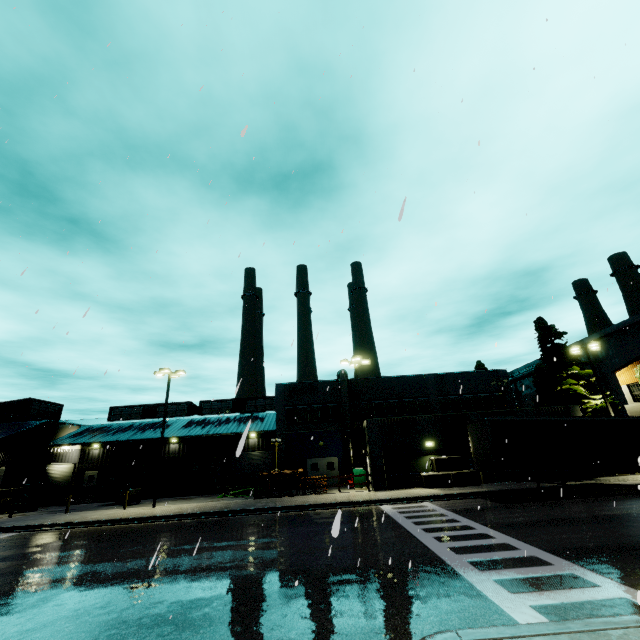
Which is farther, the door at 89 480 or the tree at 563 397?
the door at 89 480

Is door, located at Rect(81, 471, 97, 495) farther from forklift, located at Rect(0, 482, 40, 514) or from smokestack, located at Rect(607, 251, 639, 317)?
smokestack, located at Rect(607, 251, 639, 317)

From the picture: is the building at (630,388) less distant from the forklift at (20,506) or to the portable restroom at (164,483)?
the portable restroom at (164,483)

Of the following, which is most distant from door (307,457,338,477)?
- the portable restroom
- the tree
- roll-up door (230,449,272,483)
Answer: the tree

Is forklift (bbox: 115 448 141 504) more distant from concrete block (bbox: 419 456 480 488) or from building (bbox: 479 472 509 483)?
concrete block (bbox: 419 456 480 488)

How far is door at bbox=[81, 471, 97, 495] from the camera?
36.8m

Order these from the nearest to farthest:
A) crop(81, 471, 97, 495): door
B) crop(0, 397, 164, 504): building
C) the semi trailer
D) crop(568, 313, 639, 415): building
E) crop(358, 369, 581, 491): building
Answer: the semi trailer, crop(358, 369, 581, 491): building, crop(568, 313, 639, 415): building, crop(0, 397, 164, 504): building, crop(81, 471, 97, 495): door

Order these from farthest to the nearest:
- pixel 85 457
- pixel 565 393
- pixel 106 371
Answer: pixel 85 457, pixel 565 393, pixel 106 371
